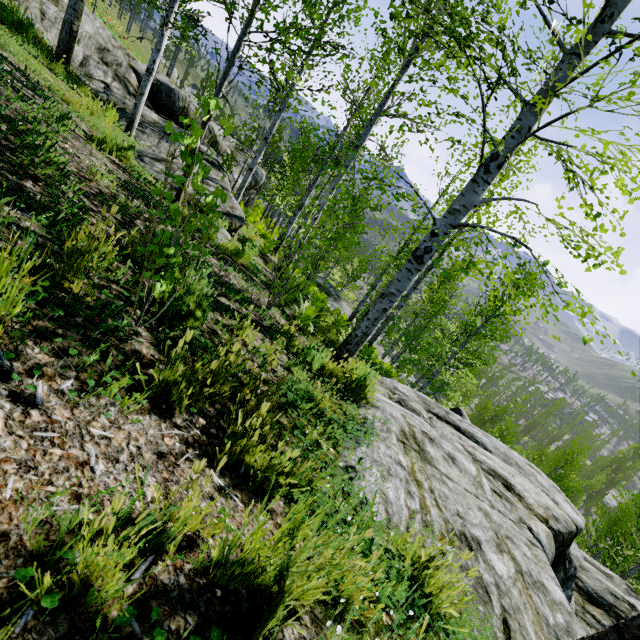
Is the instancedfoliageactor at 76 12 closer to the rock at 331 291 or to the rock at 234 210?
the rock at 331 291

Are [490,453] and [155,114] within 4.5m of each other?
no

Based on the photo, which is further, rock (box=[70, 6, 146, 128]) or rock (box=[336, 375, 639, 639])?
rock (box=[70, 6, 146, 128])

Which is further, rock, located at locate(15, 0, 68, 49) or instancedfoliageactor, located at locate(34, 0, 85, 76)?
rock, located at locate(15, 0, 68, 49)

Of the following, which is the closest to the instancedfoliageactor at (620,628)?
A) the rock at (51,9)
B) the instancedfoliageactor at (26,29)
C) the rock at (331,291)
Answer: the rock at (331,291)

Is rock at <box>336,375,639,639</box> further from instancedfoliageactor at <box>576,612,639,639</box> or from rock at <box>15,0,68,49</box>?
rock at <box>15,0,68,49</box>

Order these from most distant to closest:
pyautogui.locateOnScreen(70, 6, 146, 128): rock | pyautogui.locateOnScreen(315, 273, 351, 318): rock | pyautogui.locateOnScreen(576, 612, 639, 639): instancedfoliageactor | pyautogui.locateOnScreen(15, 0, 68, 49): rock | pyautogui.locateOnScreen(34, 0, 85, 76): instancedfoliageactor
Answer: pyautogui.locateOnScreen(315, 273, 351, 318): rock < pyautogui.locateOnScreen(70, 6, 146, 128): rock < pyautogui.locateOnScreen(15, 0, 68, 49): rock < pyautogui.locateOnScreen(34, 0, 85, 76): instancedfoliageactor < pyautogui.locateOnScreen(576, 612, 639, 639): instancedfoliageactor

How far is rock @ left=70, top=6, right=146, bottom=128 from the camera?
9.0m
